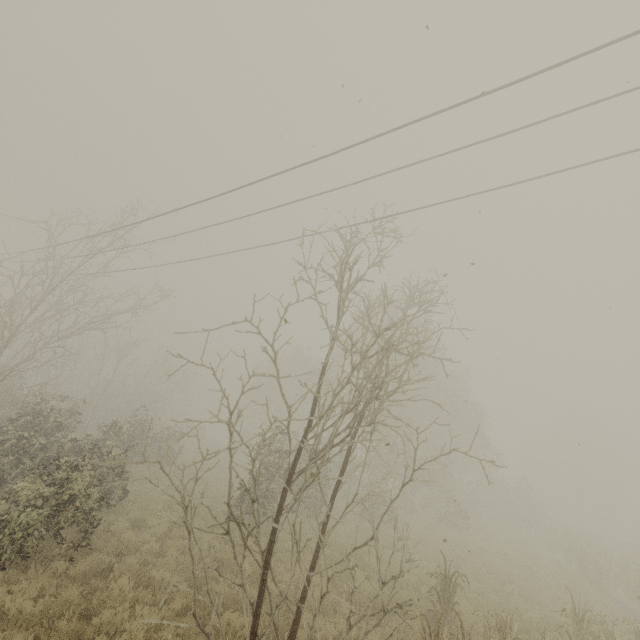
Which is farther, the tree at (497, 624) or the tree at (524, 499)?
the tree at (497, 624)

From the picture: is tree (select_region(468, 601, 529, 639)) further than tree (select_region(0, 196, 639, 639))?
Yes

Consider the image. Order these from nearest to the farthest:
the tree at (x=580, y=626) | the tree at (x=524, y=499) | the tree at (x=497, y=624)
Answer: the tree at (x=524, y=499), the tree at (x=497, y=624), the tree at (x=580, y=626)

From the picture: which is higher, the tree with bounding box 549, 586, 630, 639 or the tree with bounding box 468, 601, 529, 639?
the tree with bounding box 468, 601, 529, 639

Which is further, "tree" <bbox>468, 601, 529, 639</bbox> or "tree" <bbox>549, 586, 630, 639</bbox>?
"tree" <bbox>549, 586, 630, 639</bbox>

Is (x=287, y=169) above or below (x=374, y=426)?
above

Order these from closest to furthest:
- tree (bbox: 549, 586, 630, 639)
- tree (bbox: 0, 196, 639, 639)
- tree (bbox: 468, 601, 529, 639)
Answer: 1. tree (bbox: 0, 196, 639, 639)
2. tree (bbox: 468, 601, 529, 639)
3. tree (bbox: 549, 586, 630, 639)
